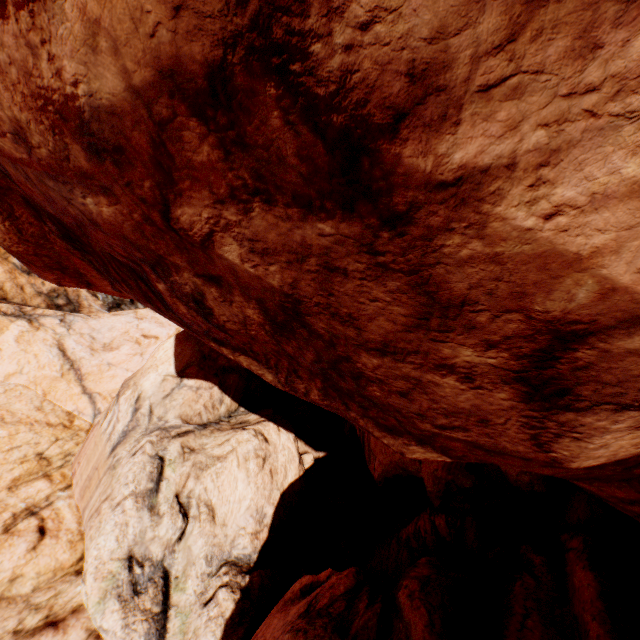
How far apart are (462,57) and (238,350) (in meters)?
3.45
